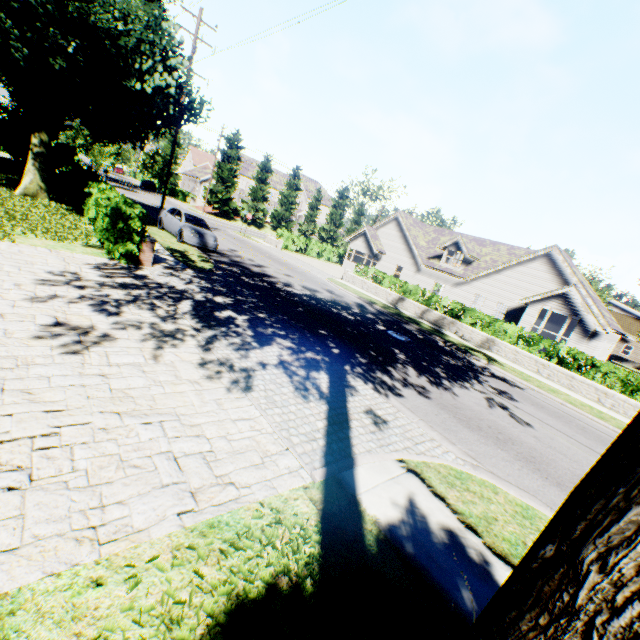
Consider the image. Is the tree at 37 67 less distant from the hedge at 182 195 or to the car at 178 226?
the hedge at 182 195

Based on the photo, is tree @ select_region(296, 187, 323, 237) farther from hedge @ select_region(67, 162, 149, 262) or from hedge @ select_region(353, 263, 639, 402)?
hedge @ select_region(353, 263, 639, 402)

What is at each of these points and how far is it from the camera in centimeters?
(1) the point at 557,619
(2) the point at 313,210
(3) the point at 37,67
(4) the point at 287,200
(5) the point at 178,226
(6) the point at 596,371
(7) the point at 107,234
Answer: (1) tree, 92cm
(2) tree, 5750cm
(3) tree, 1071cm
(4) tree, 5291cm
(5) car, 1706cm
(6) hedge, 1471cm
(7) hedge, 1007cm

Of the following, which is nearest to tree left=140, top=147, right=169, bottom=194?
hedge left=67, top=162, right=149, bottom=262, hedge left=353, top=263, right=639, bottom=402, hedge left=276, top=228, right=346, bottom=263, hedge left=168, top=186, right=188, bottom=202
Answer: hedge left=67, top=162, right=149, bottom=262

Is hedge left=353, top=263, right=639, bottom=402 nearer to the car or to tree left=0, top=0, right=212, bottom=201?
the car

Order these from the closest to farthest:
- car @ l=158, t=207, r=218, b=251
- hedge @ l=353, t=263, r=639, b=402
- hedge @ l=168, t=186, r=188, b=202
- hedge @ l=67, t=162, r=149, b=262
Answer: hedge @ l=67, t=162, r=149, b=262
hedge @ l=353, t=263, r=639, b=402
car @ l=158, t=207, r=218, b=251
hedge @ l=168, t=186, r=188, b=202

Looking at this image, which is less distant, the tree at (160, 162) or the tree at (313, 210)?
the tree at (160, 162)

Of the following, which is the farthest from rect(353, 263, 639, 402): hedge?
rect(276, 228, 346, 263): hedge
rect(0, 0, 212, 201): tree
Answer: rect(276, 228, 346, 263): hedge
